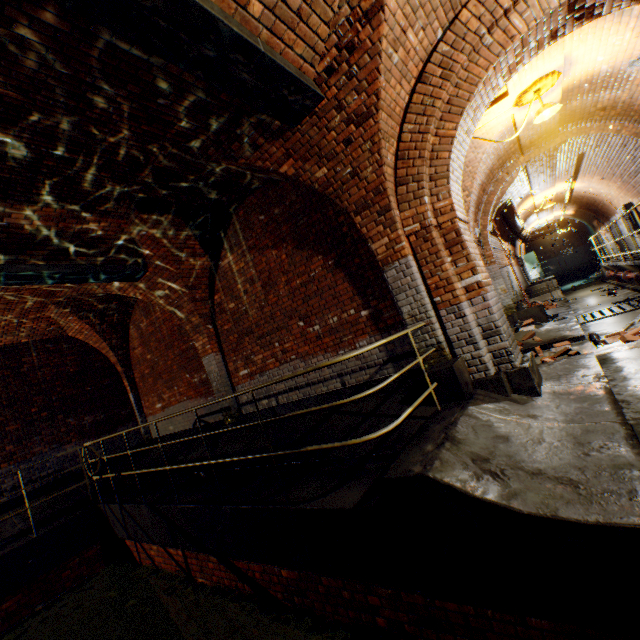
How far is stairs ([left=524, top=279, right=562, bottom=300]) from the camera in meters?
15.1

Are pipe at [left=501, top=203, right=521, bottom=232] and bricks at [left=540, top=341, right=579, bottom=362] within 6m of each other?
no

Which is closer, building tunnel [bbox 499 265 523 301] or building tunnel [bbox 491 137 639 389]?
building tunnel [bbox 491 137 639 389]

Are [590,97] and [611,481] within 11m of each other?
yes

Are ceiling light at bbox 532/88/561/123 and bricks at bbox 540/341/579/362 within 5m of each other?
yes

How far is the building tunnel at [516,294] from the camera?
11.91m

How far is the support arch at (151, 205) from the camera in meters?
5.9

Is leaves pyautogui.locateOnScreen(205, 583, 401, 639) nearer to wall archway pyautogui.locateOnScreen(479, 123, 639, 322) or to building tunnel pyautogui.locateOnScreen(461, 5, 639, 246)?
building tunnel pyautogui.locateOnScreen(461, 5, 639, 246)
